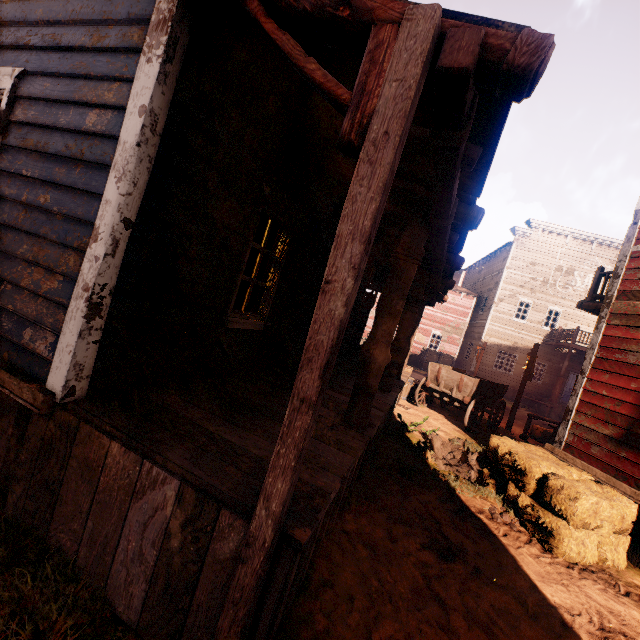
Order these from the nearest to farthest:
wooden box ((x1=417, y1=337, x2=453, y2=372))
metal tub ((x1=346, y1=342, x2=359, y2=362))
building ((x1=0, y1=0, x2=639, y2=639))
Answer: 1. building ((x1=0, y1=0, x2=639, y2=639))
2. metal tub ((x1=346, y1=342, x2=359, y2=362))
3. wooden box ((x1=417, y1=337, x2=453, y2=372))

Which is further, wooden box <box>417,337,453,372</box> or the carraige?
wooden box <box>417,337,453,372</box>

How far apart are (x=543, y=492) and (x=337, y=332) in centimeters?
519cm

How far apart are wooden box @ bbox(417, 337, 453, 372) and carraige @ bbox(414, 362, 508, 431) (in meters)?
11.94

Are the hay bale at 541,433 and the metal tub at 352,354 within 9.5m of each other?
yes

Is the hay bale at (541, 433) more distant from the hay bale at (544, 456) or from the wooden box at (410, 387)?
the hay bale at (544, 456)

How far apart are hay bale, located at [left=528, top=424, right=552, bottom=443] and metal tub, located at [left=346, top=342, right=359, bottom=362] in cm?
A: 704

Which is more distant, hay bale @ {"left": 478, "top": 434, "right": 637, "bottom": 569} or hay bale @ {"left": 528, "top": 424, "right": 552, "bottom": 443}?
hay bale @ {"left": 528, "top": 424, "right": 552, "bottom": 443}
